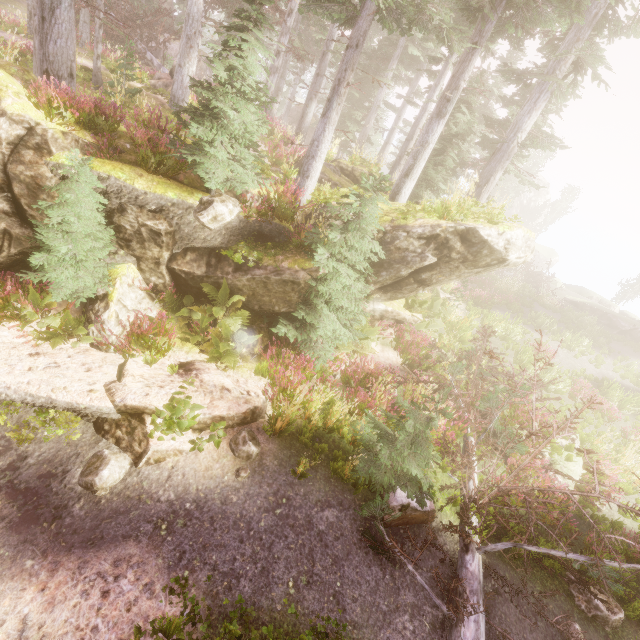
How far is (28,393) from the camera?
5.3 meters

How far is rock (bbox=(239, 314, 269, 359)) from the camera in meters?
8.6 m

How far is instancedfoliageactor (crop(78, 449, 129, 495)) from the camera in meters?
4.9 m

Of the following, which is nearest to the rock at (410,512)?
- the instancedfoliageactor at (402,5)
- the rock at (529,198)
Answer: the instancedfoliageactor at (402,5)

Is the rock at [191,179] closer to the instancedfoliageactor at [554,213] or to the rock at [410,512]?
the instancedfoliageactor at [554,213]

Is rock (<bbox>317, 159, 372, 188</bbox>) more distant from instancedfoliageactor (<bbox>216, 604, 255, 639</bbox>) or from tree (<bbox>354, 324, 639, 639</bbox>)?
tree (<bbox>354, 324, 639, 639</bbox>)

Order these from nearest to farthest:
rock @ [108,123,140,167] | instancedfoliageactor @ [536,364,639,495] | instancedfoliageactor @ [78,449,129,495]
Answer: instancedfoliageactor @ [78,449,129,495] < rock @ [108,123,140,167] < instancedfoliageactor @ [536,364,639,495]
